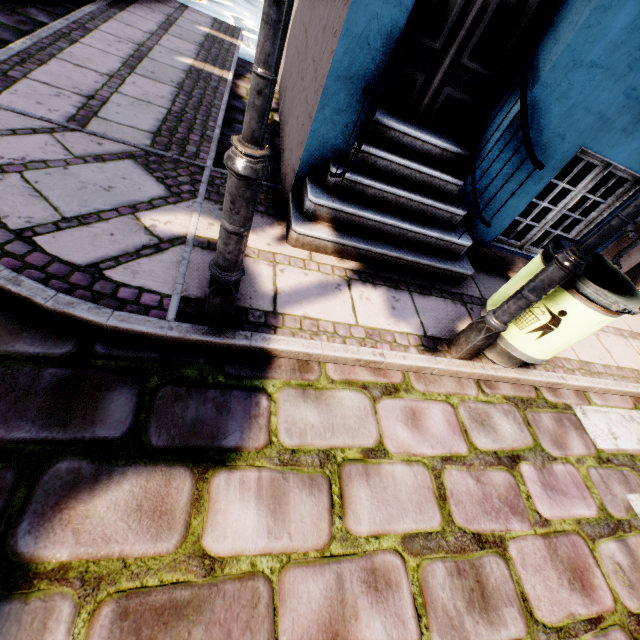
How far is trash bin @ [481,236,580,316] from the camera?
2.3 meters

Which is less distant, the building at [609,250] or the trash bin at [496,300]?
the trash bin at [496,300]

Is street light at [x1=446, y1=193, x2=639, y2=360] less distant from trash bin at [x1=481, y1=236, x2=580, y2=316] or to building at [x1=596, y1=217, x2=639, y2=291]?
trash bin at [x1=481, y1=236, x2=580, y2=316]

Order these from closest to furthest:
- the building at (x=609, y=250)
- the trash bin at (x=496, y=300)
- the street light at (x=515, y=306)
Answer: the street light at (x=515, y=306) < the trash bin at (x=496, y=300) < the building at (x=609, y=250)

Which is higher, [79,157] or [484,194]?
[484,194]

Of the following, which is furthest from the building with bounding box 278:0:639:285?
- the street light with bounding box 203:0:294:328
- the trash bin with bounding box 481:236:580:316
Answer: the street light with bounding box 203:0:294:328

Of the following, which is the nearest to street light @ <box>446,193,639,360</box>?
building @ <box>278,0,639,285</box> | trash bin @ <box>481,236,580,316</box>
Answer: trash bin @ <box>481,236,580,316</box>

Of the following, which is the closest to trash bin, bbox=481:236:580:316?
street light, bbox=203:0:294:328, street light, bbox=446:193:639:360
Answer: street light, bbox=446:193:639:360
